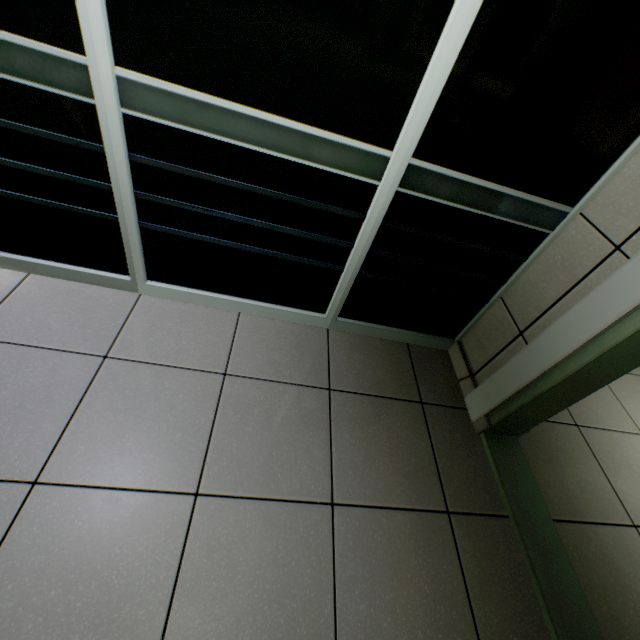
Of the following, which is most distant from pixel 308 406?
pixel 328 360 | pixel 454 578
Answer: pixel 454 578
